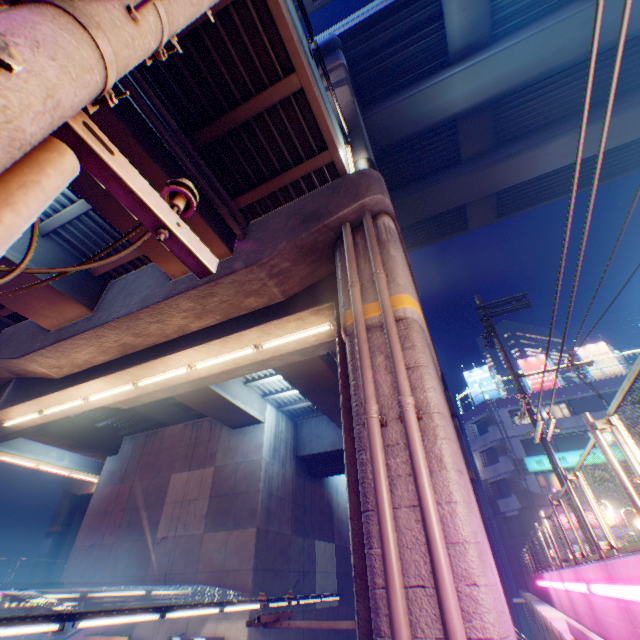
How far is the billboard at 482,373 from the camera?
37.3 meters

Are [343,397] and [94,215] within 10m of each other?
yes

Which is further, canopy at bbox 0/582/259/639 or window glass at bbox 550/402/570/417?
window glass at bbox 550/402/570/417

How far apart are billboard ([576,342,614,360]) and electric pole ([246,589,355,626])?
39.4 meters

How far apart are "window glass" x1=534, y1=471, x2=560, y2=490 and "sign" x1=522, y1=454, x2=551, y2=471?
0.5 meters

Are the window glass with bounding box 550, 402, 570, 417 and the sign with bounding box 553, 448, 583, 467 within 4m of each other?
yes

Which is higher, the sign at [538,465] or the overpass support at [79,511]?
the sign at [538,465]

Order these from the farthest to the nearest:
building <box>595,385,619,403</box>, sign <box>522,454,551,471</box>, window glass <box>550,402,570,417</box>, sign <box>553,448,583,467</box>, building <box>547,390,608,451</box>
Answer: window glass <box>550,402,570,417</box>, building <box>595,385,619,403</box>, building <box>547,390,608,451</box>, sign <box>522,454,551,471</box>, sign <box>553,448,583,467</box>
